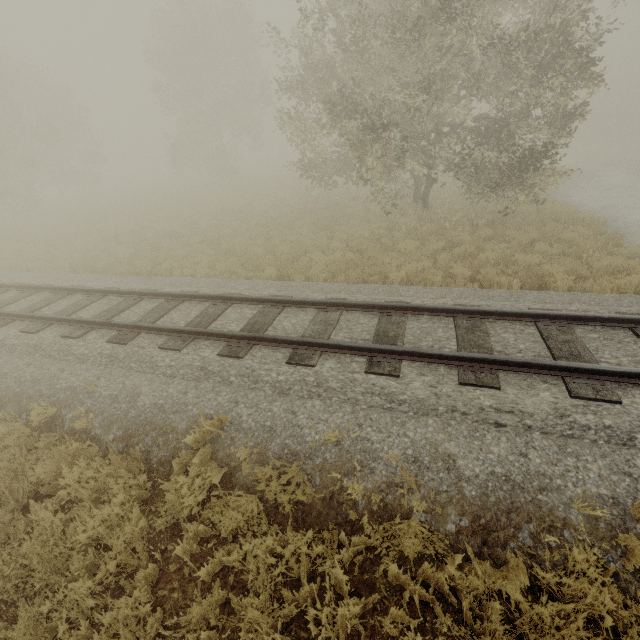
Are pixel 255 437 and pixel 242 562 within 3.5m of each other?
yes
